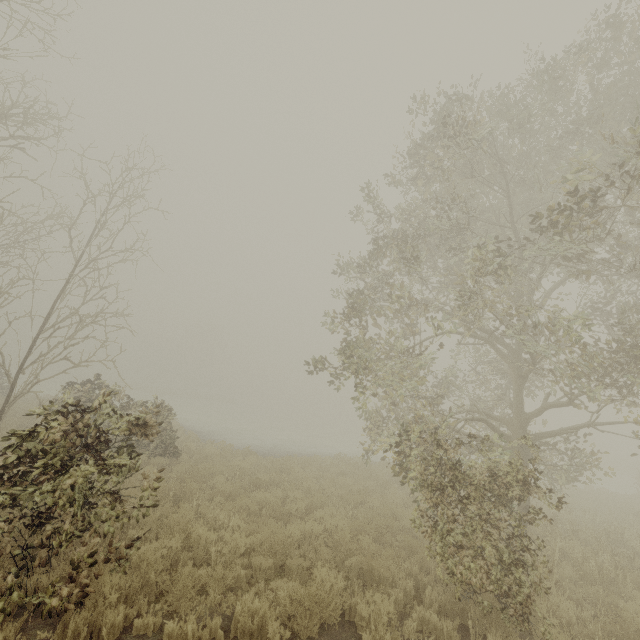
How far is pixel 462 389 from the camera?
13.46m
